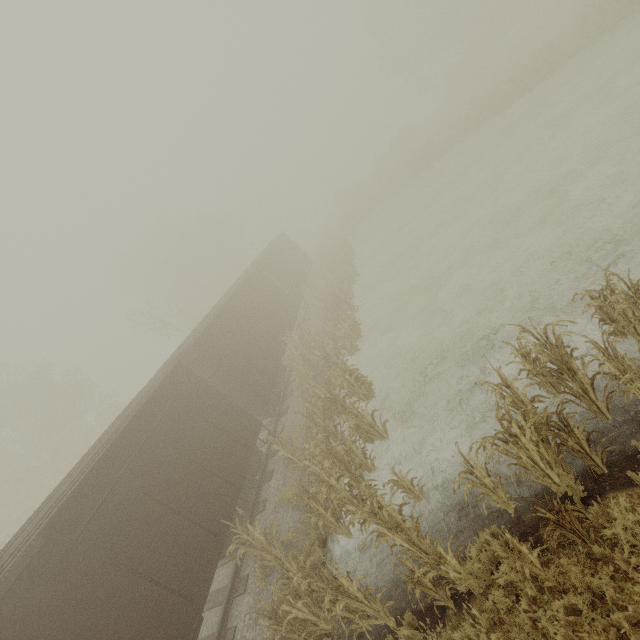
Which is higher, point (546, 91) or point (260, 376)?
point (260, 376)

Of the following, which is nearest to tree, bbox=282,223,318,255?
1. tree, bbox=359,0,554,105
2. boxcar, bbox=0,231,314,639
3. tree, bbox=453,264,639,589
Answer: tree, bbox=359,0,554,105

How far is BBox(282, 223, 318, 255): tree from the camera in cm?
4903

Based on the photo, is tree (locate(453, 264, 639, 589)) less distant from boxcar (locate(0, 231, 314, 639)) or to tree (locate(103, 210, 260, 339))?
boxcar (locate(0, 231, 314, 639))

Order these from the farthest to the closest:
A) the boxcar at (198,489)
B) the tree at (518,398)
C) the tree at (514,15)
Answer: the tree at (514,15)
the boxcar at (198,489)
the tree at (518,398)

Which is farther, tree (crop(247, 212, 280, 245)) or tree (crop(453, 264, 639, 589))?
tree (crop(247, 212, 280, 245))

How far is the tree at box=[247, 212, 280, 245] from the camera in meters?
49.1 m

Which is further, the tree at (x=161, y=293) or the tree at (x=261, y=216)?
the tree at (x=261, y=216)
